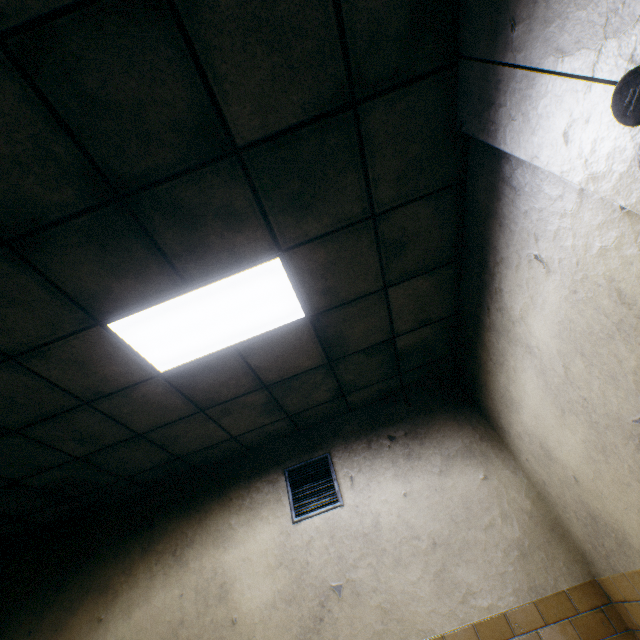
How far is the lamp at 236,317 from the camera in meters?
2.2

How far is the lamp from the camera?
2.2m

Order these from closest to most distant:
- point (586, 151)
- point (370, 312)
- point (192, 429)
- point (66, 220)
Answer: point (586, 151) → point (66, 220) → point (370, 312) → point (192, 429)

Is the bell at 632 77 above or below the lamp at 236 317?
below

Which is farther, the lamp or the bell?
the lamp

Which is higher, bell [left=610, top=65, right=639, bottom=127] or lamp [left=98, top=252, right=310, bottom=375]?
lamp [left=98, top=252, right=310, bottom=375]
